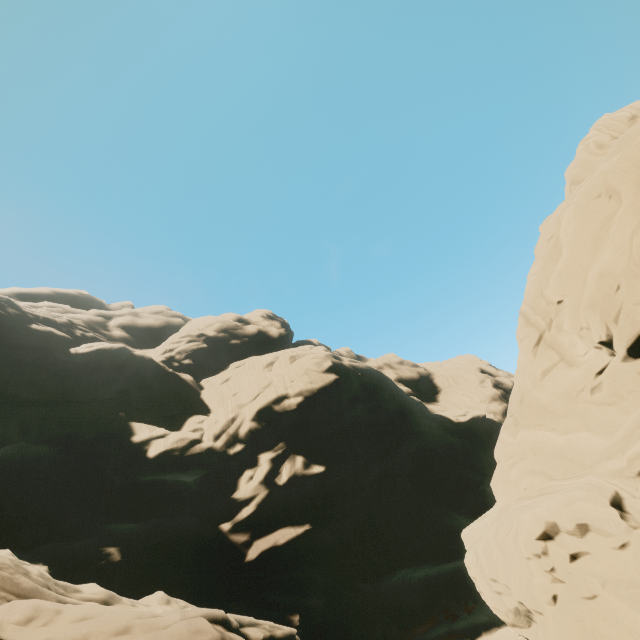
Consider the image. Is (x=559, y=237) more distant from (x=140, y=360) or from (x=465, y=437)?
(x=140, y=360)
